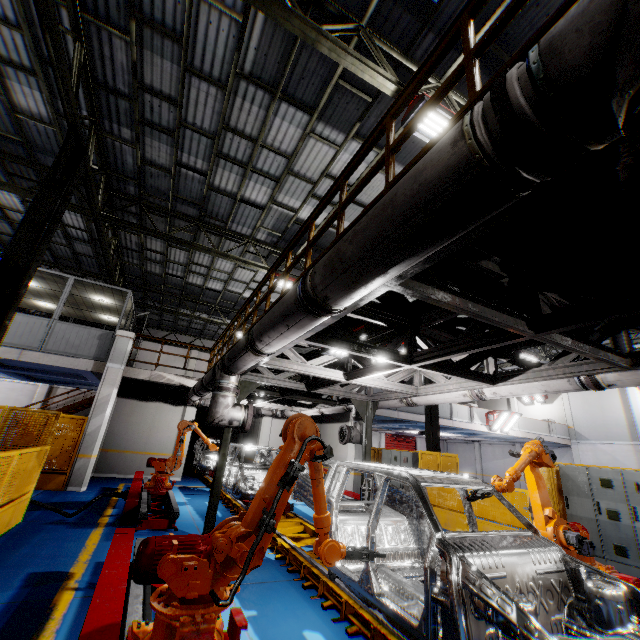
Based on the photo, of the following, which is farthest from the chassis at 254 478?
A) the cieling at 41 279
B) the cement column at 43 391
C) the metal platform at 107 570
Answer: the cement column at 43 391

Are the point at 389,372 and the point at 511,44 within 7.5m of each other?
yes

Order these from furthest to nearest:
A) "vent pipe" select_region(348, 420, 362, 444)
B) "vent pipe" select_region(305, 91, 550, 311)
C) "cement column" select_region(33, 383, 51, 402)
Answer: "cement column" select_region(33, 383, 51, 402), "vent pipe" select_region(348, 420, 362, 444), "vent pipe" select_region(305, 91, 550, 311)

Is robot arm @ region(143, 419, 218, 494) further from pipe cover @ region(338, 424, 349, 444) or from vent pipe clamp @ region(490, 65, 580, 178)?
vent pipe clamp @ region(490, 65, 580, 178)

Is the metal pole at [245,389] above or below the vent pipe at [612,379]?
below

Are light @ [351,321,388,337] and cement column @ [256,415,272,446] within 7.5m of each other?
no

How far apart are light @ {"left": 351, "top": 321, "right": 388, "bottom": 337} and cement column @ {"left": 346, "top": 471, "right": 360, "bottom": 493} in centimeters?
950cm

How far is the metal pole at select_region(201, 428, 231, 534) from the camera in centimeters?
669cm
